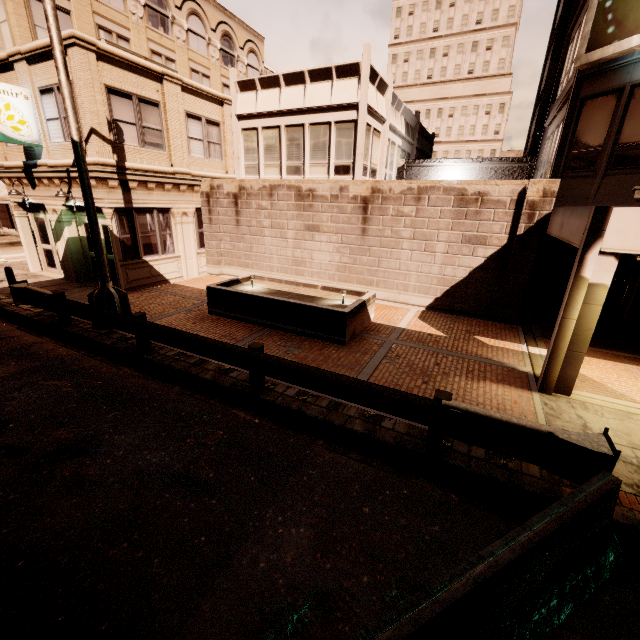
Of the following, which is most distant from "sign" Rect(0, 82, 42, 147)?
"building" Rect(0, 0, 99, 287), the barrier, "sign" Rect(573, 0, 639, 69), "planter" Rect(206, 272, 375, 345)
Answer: "sign" Rect(573, 0, 639, 69)

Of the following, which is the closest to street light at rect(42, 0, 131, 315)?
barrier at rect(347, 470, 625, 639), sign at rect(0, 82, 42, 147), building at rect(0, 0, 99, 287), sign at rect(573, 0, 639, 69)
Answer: building at rect(0, 0, 99, 287)

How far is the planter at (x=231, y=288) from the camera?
8.8 meters

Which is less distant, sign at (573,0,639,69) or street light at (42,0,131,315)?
street light at (42,0,131,315)

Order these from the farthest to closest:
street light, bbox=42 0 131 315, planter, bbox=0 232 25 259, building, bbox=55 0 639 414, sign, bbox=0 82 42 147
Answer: planter, bbox=0 232 25 259 < sign, bbox=0 82 42 147 < building, bbox=55 0 639 414 < street light, bbox=42 0 131 315

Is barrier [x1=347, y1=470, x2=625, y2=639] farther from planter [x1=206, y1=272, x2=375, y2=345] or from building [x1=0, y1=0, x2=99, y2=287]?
planter [x1=206, y1=272, x2=375, y2=345]

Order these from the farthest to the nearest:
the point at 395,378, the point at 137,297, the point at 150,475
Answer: the point at 137,297 → the point at 395,378 → the point at 150,475

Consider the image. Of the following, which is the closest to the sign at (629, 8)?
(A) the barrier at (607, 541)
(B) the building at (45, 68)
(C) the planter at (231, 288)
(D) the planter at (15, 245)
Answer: (B) the building at (45, 68)
